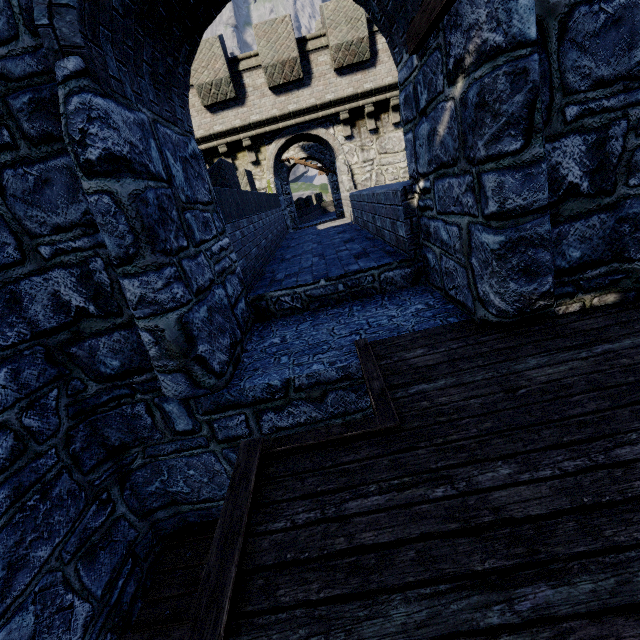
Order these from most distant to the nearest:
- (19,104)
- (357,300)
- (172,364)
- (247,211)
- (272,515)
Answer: (247,211)
(357,300)
(172,364)
(19,104)
(272,515)
